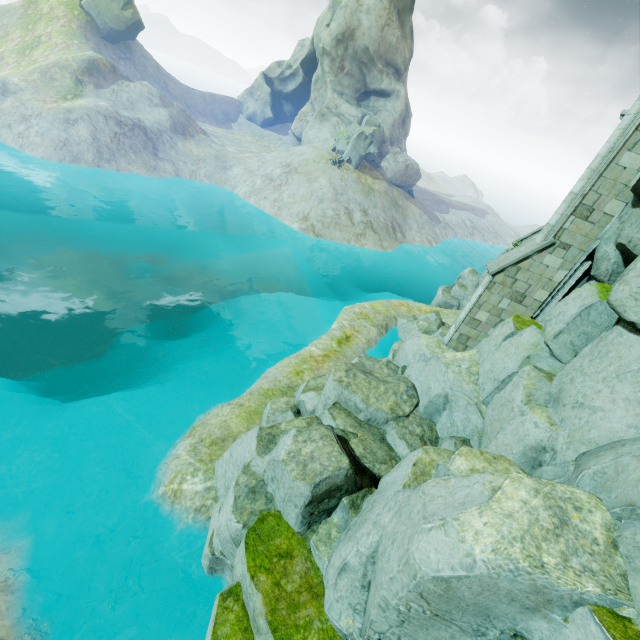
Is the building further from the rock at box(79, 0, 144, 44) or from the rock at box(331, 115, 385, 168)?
the rock at box(79, 0, 144, 44)

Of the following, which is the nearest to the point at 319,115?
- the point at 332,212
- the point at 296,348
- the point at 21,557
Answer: the point at 332,212

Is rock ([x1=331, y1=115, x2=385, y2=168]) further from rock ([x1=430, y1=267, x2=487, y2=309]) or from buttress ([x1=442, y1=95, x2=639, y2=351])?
buttress ([x1=442, y1=95, x2=639, y2=351])

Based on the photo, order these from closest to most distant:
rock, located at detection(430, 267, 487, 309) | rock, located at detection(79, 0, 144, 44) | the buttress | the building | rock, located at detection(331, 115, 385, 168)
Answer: the buttress
the building
rock, located at detection(430, 267, 487, 309)
rock, located at detection(331, 115, 385, 168)
rock, located at detection(79, 0, 144, 44)

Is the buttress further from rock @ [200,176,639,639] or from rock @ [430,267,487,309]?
rock @ [430,267,487,309]

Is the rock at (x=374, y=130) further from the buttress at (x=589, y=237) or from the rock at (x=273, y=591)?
the buttress at (x=589, y=237)

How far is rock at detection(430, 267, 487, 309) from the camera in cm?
2770

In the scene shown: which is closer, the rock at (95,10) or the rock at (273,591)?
the rock at (273,591)
